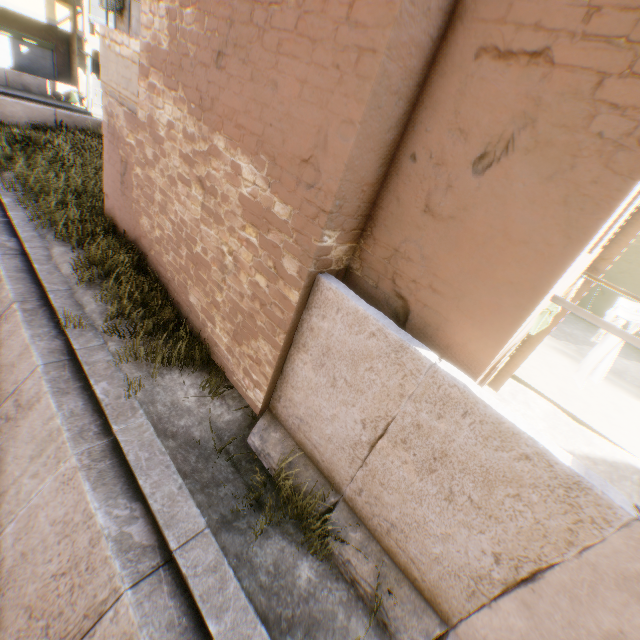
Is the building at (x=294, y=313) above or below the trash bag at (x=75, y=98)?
above

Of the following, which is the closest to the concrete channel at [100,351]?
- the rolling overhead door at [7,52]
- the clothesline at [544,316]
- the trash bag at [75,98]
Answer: the rolling overhead door at [7,52]

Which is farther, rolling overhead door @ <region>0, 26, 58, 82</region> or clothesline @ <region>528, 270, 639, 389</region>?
rolling overhead door @ <region>0, 26, 58, 82</region>

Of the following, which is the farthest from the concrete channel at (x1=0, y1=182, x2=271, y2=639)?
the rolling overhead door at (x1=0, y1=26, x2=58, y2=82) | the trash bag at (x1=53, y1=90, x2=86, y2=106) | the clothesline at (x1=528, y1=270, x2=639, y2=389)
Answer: the clothesline at (x1=528, y1=270, x2=639, y2=389)

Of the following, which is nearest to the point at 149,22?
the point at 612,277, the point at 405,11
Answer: the point at 405,11

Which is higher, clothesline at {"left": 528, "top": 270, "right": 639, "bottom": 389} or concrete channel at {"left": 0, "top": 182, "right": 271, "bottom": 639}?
clothesline at {"left": 528, "top": 270, "right": 639, "bottom": 389}

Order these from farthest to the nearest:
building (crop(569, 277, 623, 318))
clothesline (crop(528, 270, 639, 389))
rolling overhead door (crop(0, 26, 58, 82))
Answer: rolling overhead door (crop(0, 26, 58, 82)) < building (crop(569, 277, 623, 318)) < clothesline (crop(528, 270, 639, 389))

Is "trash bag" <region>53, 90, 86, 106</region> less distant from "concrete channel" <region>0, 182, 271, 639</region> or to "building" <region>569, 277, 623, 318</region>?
"building" <region>569, 277, 623, 318</region>
